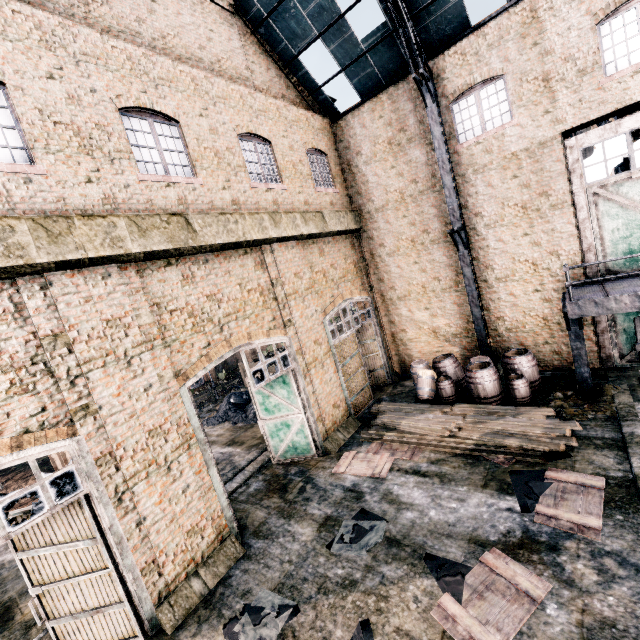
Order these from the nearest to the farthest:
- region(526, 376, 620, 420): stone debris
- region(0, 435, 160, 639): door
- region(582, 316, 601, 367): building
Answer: region(0, 435, 160, 639): door → region(526, 376, 620, 420): stone debris → region(582, 316, 601, 367): building

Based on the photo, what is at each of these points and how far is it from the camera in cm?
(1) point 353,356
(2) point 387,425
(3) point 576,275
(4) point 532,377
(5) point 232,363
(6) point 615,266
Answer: (1) door, 1471
(2) wood pile, 1221
(3) building, 1196
(4) wooden barrel, 1206
(5) building, 4269
(6) door, 1139

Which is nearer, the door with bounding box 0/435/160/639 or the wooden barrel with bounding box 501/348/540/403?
the door with bounding box 0/435/160/639

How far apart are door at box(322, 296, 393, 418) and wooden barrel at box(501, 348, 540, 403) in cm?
557

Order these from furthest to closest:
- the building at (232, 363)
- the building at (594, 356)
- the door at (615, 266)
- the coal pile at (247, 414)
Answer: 1. the building at (232, 363)
2. the coal pile at (247, 414)
3. the building at (594, 356)
4. the door at (615, 266)

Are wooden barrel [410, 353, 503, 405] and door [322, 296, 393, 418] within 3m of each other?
yes

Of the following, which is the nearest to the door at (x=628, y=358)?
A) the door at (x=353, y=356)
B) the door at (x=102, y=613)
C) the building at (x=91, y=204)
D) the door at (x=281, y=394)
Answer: the building at (x=91, y=204)

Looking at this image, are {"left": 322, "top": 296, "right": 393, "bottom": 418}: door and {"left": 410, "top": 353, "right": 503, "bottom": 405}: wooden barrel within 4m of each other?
yes
